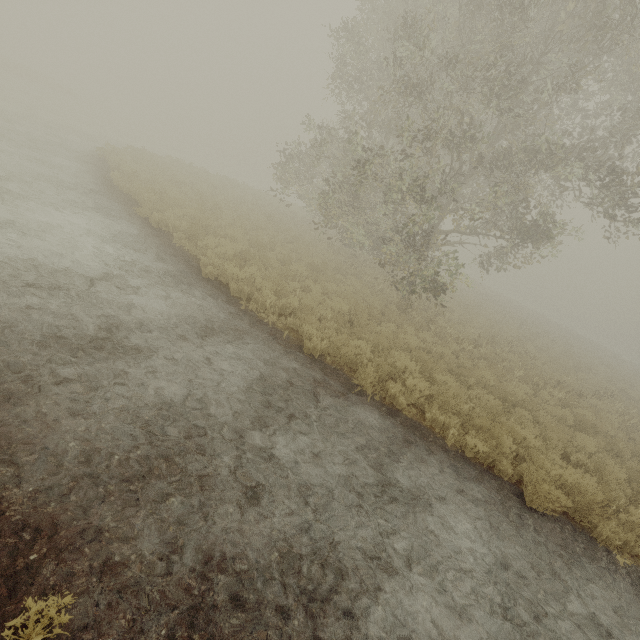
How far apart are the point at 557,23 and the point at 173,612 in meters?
16.0 m

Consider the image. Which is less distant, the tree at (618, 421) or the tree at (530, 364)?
the tree at (618, 421)

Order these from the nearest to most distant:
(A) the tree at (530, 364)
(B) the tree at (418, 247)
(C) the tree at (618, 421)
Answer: (B) the tree at (418, 247), (C) the tree at (618, 421), (A) the tree at (530, 364)

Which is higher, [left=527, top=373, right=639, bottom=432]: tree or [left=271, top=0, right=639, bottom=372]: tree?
[left=271, top=0, right=639, bottom=372]: tree

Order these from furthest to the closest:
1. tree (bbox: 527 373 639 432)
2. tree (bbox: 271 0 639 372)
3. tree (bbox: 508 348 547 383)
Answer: tree (bbox: 508 348 547 383) < tree (bbox: 527 373 639 432) < tree (bbox: 271 0 639 372)

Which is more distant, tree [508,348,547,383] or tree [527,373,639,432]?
tree [508,348,547,383]

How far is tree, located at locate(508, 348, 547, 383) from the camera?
11.8m
